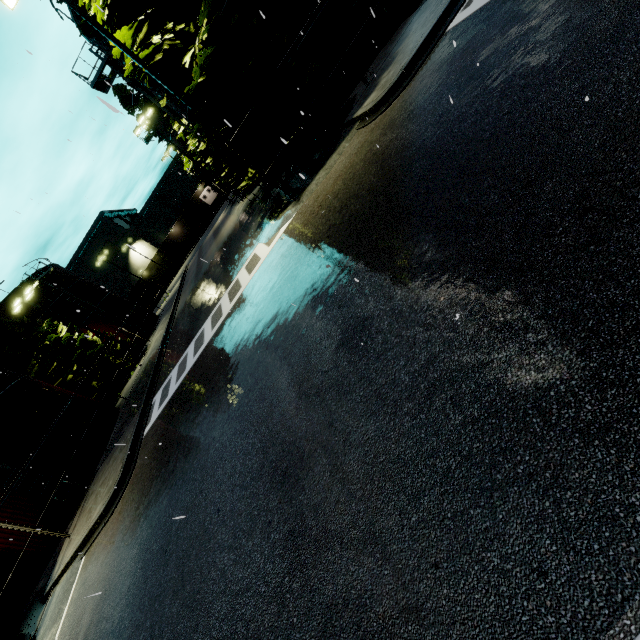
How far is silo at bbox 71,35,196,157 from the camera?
17.6m

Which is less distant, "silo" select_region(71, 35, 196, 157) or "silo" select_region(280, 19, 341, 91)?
"silo" select_region(280, 19, 341, 91)

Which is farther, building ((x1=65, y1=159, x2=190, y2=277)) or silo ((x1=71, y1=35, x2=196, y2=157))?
building ((x1=65, y1=159, x2=190, y2=277))

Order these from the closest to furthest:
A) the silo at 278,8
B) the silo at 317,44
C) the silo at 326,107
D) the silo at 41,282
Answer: the silo at 278,8 → the silo at 317,44 → the silo at 326,107 → the silo at 41,282

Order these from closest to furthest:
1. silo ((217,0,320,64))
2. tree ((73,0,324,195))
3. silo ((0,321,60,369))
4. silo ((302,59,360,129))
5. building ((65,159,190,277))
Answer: tree ((73,0,324,195)) < silo ((217,0,320,64)) < silo ((302,59,360,129)) < silo ((0,321,60,369)) < building ((65,159,190,277))

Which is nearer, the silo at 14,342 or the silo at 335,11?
the silo at 335,11

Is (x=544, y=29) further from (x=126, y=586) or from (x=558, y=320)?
(x=126, y=586)
